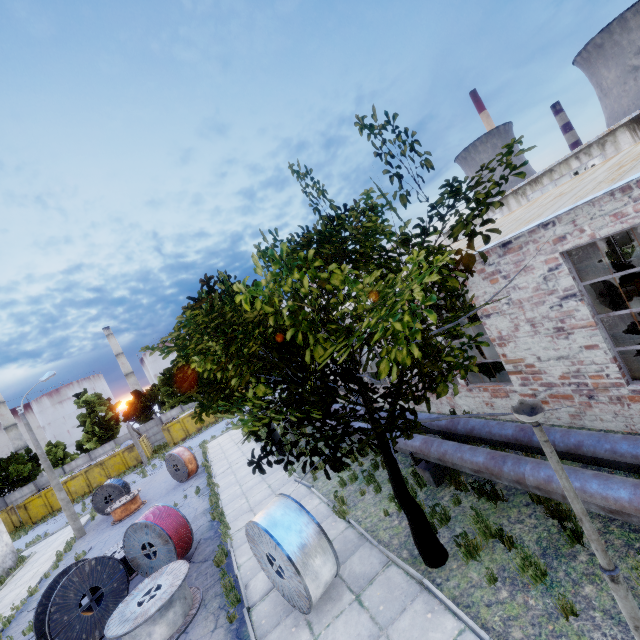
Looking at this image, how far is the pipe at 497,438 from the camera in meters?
6.6

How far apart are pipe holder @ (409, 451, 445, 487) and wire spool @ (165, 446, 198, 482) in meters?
16.5

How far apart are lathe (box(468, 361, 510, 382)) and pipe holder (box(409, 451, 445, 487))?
3.03m

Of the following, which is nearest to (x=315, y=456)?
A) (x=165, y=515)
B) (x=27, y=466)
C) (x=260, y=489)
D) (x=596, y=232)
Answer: (x=596, y=232)

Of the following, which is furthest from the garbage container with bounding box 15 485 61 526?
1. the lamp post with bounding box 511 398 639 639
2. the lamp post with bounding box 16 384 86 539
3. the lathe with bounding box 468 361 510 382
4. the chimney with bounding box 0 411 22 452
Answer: the lamp post with bounding box 511 398 639 639

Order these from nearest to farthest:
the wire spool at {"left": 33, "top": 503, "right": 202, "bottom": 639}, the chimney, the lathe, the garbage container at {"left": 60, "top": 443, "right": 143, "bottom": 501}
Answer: the wire spool at {"left": 33, "top": 503, "right": 202, "bottom": 639}
the lathe
the garbage container at {"left": 60, "top": 443, "right": 143, "bottom": 501}
the chimney

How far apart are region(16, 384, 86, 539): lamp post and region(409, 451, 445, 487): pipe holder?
22.5m

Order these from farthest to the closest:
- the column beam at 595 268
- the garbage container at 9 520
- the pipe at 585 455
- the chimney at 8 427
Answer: the chimney at 8 427
the garbage container at 9 520
the column beam at 595 268
the pipe at 585 455
